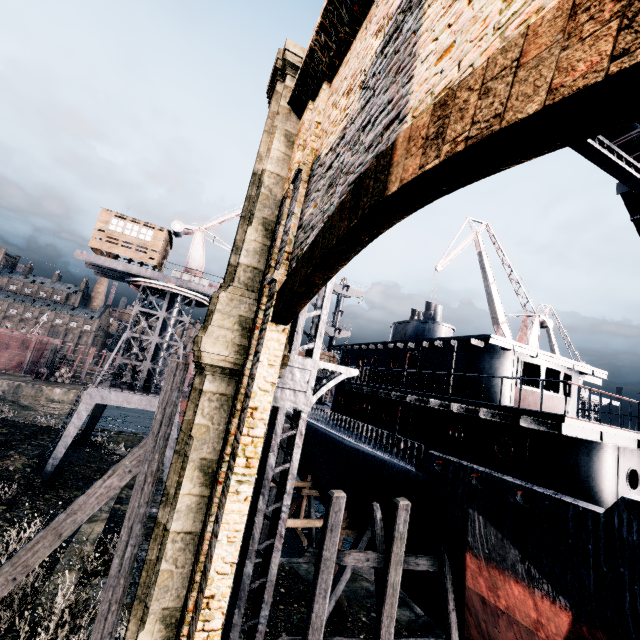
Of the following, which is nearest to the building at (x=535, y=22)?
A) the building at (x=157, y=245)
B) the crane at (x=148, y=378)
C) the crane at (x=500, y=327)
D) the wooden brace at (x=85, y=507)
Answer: the crane at (x=148, y=378)

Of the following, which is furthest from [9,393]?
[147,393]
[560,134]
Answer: [560,134]

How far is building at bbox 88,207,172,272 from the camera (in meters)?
23.69

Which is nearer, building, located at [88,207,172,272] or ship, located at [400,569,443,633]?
ship, located at [400,569,443,633]

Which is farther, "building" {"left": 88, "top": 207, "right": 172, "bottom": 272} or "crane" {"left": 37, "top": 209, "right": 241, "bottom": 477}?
"building" {"left": 88, "top": 207, "right": 172, "bottom": 272}

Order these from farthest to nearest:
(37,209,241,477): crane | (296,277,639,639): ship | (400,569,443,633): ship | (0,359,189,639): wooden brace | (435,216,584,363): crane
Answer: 1. (435,216,584,363): crane
2. (37,209,241,477): crane
3. (400,569,443,633): ship
4. (296,277,639,639): ship
5. (0,359,189,639): wooden brace

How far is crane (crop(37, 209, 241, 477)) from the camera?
21.9m

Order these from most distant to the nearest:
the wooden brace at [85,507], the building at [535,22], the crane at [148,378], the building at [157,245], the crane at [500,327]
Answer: the crane at [500,327], the building at [157,245], the crane at [148,378], the wooden brace at [85,507], the building at [535,22]
